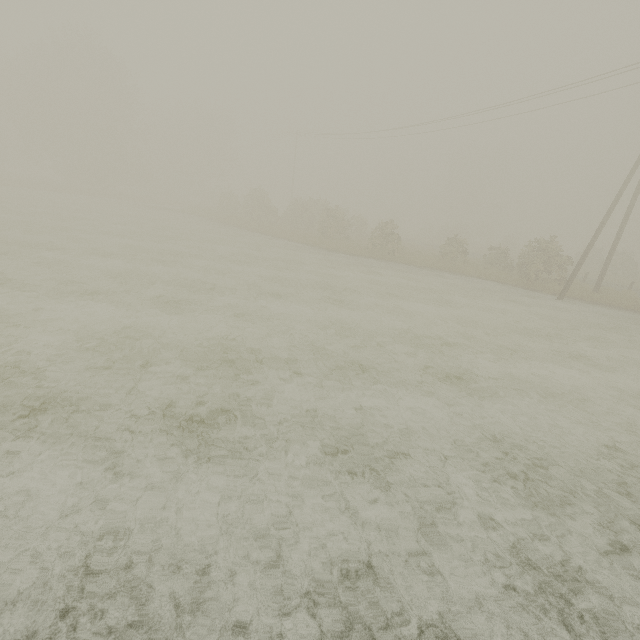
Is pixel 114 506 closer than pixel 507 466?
Yes
